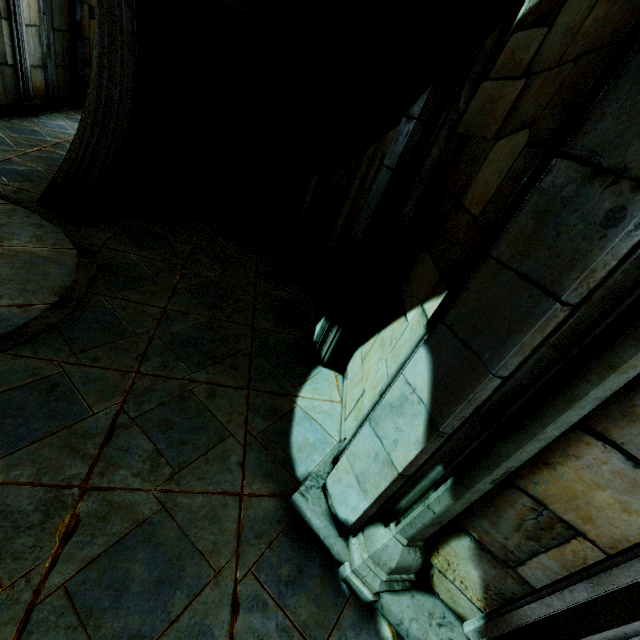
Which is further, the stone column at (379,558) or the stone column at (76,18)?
the stone column at (76,18)

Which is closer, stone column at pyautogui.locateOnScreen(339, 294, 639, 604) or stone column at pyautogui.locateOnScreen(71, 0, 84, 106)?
stone column at pyautogui.locateOnScreen(339, 294, 639, 604)

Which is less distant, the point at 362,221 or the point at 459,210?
the point at 459,210
